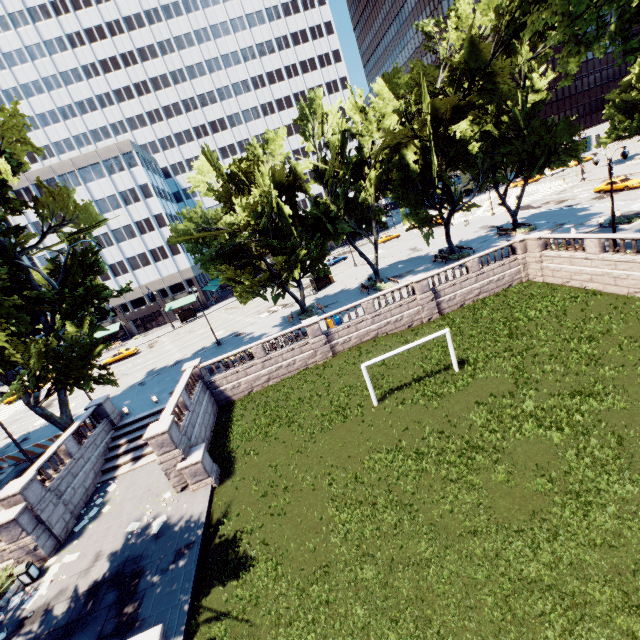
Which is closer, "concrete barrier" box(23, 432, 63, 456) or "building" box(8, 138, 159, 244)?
"concrete barrier" box(23, 432, 63, 456)

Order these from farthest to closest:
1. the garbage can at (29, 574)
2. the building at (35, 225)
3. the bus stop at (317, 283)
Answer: the building at (35, 225)
the bus stop at (317, 283)
the garbage can at (29, 574)

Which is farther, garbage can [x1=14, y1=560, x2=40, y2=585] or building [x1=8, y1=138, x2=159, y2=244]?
building [x1=8, y1=138, x2=159, y2=244]

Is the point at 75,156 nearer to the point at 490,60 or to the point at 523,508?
the point at 490,60

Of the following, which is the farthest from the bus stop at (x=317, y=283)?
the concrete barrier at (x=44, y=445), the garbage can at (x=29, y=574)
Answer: the garbage can at (x=29, y=574)

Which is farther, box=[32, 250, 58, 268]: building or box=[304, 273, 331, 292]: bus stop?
box=[32, 250, 58, 268]: building

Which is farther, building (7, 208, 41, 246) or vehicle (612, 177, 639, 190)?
building (7, 208, 41, 246)

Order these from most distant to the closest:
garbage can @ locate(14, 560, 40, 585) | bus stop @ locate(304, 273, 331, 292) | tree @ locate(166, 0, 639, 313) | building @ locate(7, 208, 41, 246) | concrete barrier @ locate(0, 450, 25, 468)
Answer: building @ locate(7, 208, 41, 246) → bus stop @ locate(304, 273, 331, 292) → concrete barrier @ locate(0, 450, 25, 468) → tree @ locate(166, 0, 639, 313) → garbage can @ locate(14, 560, 40, 585)
